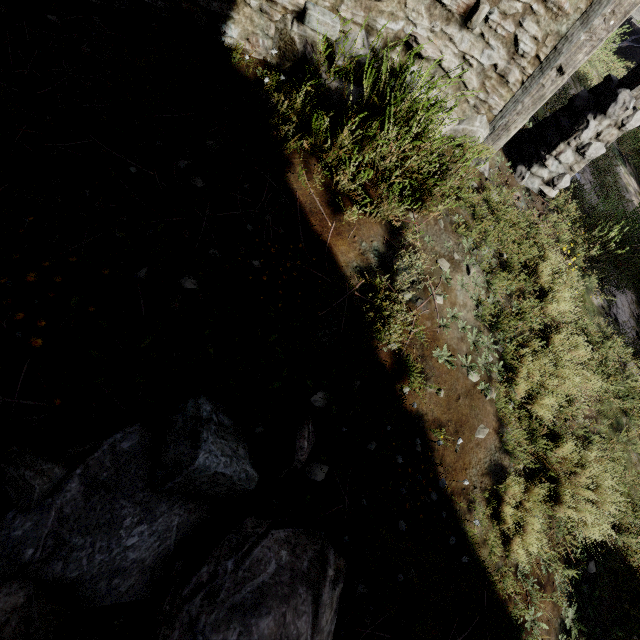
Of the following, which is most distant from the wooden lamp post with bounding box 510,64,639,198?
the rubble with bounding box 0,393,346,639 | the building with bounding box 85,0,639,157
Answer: the rubble with bounding box 0,393,346,639

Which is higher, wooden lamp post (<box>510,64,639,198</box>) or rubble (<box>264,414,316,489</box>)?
wooden lamp post (<box>510,64,639,198</box>)

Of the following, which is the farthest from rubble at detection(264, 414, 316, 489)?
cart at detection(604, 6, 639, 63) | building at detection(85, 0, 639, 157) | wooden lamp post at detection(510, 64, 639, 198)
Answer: cart at detection(604, 6, 639, 63)

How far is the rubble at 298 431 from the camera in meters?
2.0 m

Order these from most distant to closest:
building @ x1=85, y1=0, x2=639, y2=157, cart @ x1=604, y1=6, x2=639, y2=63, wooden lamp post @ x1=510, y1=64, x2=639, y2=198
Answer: cart @ x1=604, y1=6, x2=639, y2=63, wooden lamp post @ x1=510, y1=64, x2=639, y2=198, building @ x1=85, y1=0, x2=639, y2=157

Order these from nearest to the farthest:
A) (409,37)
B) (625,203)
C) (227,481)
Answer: (227,481) → (409,37) → (625,203)

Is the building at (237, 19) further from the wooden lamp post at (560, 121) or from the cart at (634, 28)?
the cart at (634, 28)

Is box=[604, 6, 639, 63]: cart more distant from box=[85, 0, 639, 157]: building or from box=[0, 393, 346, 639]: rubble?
Answer: box=[0, 393, 346, 639]: rubble
